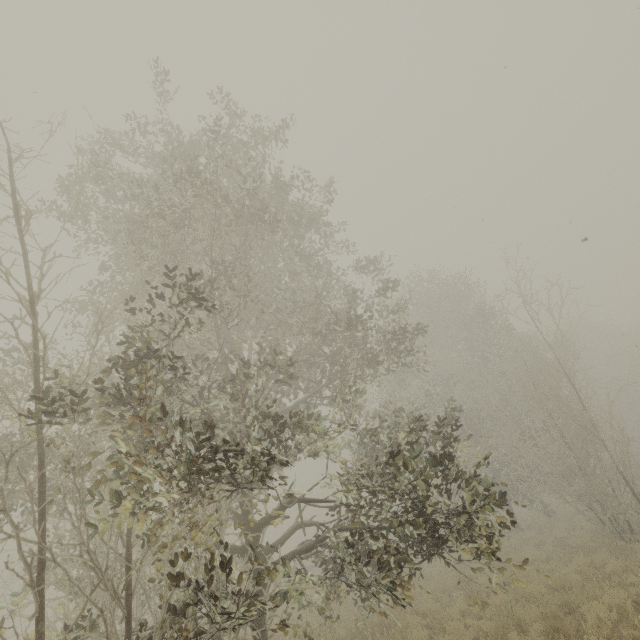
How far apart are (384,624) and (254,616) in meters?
8.9 m
